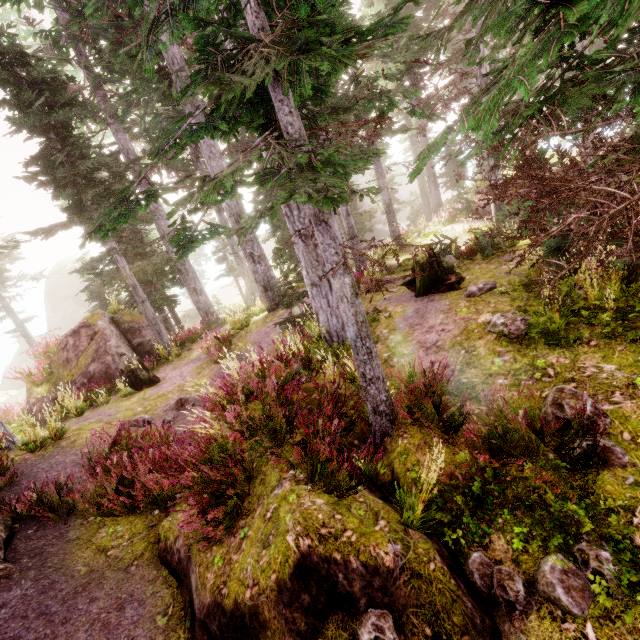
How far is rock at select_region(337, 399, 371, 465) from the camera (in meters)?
5.56

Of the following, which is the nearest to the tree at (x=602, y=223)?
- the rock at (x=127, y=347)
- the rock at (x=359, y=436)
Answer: the rock at (x=359, y=436)

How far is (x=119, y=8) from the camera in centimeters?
1248cm

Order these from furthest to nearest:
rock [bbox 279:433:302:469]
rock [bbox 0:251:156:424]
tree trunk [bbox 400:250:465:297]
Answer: rock [bbox 0:251:156:424], tree trunk [bbox 400:250:465:297], rock [bbox 279:433:302:469]

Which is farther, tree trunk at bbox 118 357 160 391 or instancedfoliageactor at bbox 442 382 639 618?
tree trunk at bbox 118 357 160 391

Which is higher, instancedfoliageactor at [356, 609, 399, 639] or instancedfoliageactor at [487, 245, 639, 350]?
instancedfoliageactor at [487, 245, 639, 350]

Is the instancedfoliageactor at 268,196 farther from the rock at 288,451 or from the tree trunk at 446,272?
the tree trunk at 446,272

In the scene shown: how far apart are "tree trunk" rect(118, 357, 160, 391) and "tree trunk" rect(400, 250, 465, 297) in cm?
988
